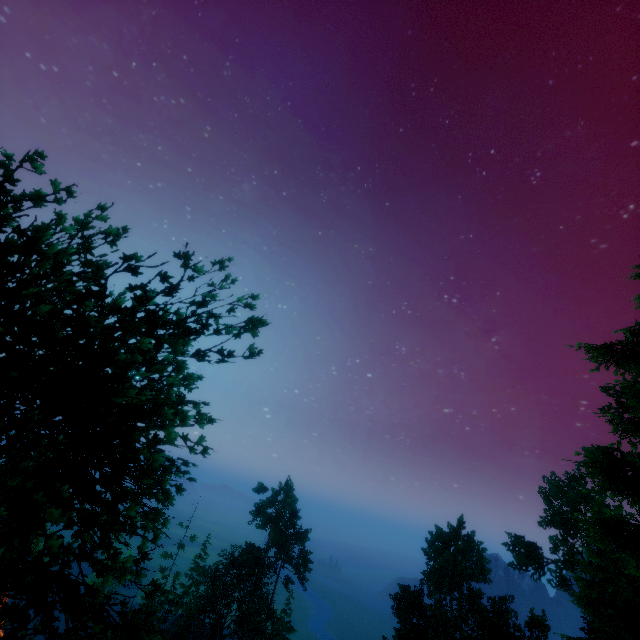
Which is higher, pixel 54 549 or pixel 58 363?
pixel 58 363

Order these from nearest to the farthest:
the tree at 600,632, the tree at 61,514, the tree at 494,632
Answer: the tree at 61,514, the tree at 600,632, the tree at 494,632

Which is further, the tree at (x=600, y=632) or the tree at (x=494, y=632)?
the tree at (x=494, y=632)

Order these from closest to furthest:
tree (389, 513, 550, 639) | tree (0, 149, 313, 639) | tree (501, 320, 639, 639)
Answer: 1. tree (0, 149, 313, 639)
2. tree (501, 320, 639, 639)
3. tree (389, 513, 550, 639)

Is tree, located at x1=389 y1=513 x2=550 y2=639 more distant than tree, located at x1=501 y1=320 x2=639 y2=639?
Yes
